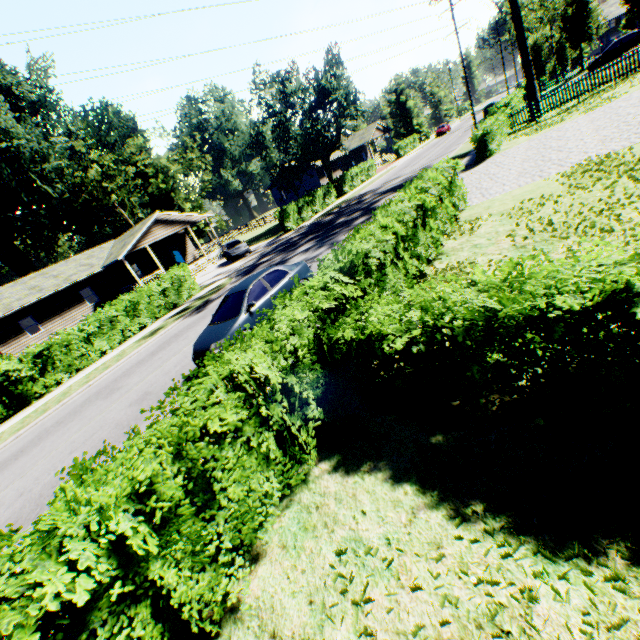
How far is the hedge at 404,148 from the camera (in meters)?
51.62

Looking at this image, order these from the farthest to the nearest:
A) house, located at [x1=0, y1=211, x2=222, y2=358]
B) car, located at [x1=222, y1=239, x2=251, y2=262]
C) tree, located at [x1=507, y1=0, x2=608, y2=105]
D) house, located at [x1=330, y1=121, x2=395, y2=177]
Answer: house, located at [x1=330, y1=121, x2=395, y2=177] → car, located at [x1=222, y1=239, x2=251, y2=262] → house, located at [x1=0, y1=211, x2=222, y2=358] → tree, located at [x1=507, y1=0, x2=608, y2=105]

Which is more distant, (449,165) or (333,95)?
(333,95)

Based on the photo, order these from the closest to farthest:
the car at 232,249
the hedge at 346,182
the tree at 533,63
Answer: the tree at 533,63, the car at 232,249, the hedge at 346,182

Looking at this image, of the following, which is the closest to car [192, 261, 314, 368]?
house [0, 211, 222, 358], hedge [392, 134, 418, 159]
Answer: house [0, 211, 222, 358]

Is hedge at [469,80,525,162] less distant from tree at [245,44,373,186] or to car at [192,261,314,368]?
tree at [245,44,373,186]

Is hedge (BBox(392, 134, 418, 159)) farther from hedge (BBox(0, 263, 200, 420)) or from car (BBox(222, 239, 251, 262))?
hedge (BBox(0, 263, 200, 420))

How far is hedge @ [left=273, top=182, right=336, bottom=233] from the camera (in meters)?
29.82
